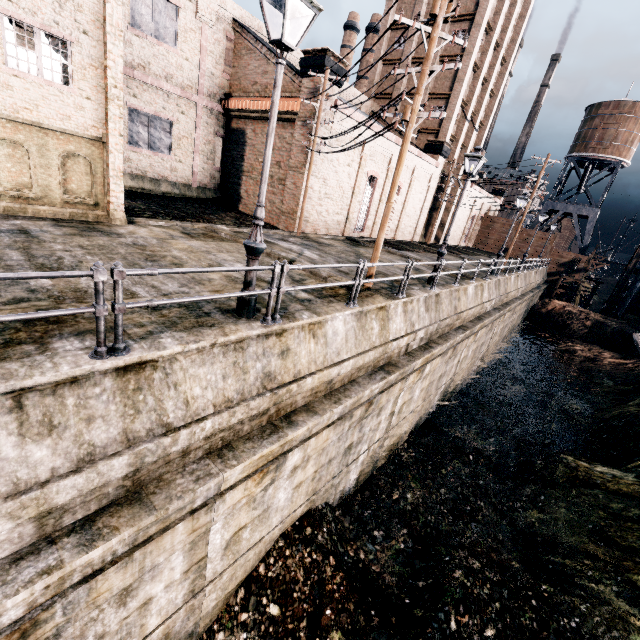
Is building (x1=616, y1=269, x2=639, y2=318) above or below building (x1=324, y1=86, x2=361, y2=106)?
below

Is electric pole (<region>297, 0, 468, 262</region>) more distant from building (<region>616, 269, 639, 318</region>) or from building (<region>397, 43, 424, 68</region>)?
building (<region>616, 269, 639, 318</region>)

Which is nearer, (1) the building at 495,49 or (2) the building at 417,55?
(1) the building at 495,49

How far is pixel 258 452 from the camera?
6.31m

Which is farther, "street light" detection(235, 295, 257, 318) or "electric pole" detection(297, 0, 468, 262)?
"electric pole" detection(297, 0, 468, 262)

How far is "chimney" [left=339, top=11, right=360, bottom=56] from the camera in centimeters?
5012cm

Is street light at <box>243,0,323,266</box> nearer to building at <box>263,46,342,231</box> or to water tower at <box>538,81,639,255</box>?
building at <box>263,46,342,231</box>

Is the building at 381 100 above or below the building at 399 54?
below
